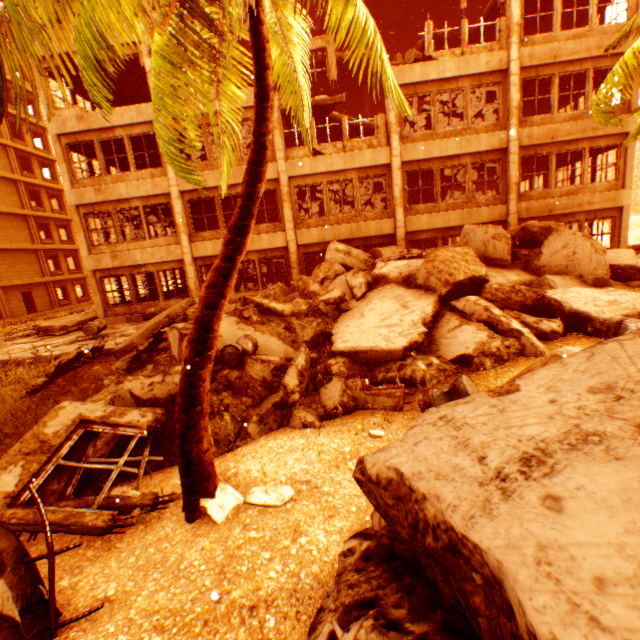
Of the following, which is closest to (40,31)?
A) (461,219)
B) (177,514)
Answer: (177,514)

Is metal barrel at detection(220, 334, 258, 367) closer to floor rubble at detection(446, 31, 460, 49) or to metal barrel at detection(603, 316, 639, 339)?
metal barrel at detection(603, 316, 639, 339)

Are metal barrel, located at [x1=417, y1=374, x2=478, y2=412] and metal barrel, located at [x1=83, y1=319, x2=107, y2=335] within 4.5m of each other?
no

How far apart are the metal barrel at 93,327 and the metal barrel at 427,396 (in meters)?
12.46

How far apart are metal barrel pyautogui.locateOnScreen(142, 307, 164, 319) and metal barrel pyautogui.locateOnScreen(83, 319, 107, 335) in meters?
2.1

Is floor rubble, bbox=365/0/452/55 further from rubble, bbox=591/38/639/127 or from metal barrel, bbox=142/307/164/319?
metal barrel, bbox=142/307/164/319

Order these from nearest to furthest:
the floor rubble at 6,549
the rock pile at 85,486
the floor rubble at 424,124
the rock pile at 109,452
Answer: the floor rubble at 6,549
the rock pile at 85,486
the rock pile at 109,452
the floor rubble at 424,124

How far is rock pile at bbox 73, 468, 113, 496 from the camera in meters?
4.4
